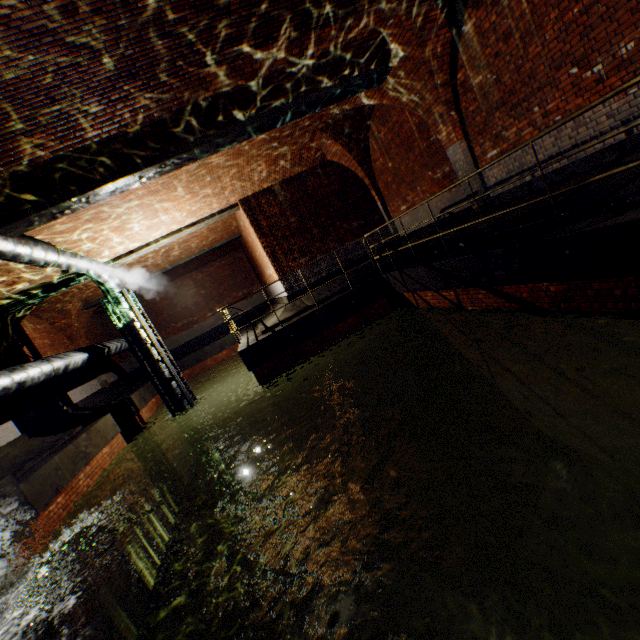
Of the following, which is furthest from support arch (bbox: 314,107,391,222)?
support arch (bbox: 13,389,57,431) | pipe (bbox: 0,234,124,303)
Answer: support arch (bbox: 13,389,57,431)

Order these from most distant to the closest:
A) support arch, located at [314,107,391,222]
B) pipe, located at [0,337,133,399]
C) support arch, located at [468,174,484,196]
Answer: support arch, located at [314,107,391,222] → support arch, located at [468,174,484,196] → pipe, located at [0,337,133,399]

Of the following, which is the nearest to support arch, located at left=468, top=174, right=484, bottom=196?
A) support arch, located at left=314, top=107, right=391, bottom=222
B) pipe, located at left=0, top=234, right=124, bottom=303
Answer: support arch, located at left=314, top=107, right=391, bottom=222

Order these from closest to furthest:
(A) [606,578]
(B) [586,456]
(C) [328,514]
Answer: (A) [606,578], (B) [586,456], (C) [328,514]

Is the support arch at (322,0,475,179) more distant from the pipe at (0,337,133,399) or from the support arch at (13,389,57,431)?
the support arch at (13,389,57,431)

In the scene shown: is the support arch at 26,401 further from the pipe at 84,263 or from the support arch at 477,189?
the support arch at 477,189

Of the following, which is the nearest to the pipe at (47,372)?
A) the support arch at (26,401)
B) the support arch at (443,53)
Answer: the support arch at (26,401)
